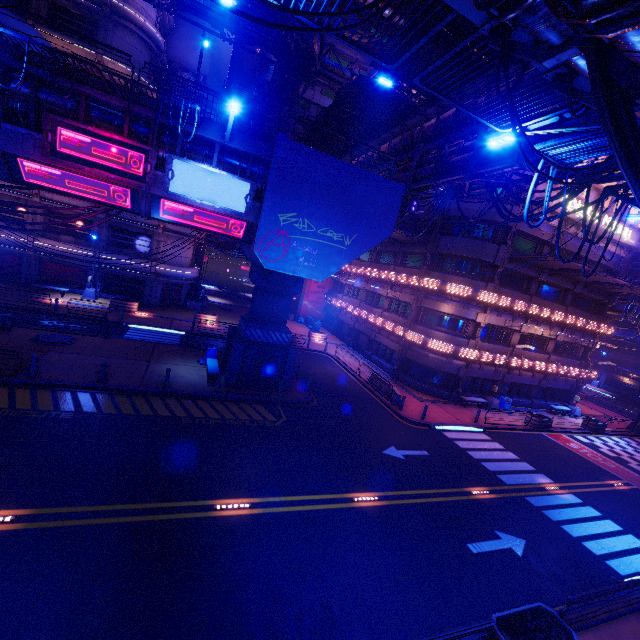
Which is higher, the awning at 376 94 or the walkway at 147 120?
the awning at 376 94

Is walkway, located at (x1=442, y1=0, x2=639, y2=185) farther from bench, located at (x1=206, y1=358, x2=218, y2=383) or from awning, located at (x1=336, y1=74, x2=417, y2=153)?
bench, located at (x1=206, y1=358, x2=218, y2=383)

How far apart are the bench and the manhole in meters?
7.9

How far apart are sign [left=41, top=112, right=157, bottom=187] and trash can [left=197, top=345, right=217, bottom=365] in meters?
10.7

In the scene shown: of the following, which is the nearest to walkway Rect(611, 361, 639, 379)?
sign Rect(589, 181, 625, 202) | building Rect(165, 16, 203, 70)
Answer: sign Rect(589, 181, 625, 202)

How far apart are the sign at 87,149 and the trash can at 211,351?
10.7m

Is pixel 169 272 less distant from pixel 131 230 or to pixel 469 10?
pixel 131 230

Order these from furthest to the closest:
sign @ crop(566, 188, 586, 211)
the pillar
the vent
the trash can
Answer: the vent < sign @ crop(566, 188, 586, 211) < the trash can < the pillar
